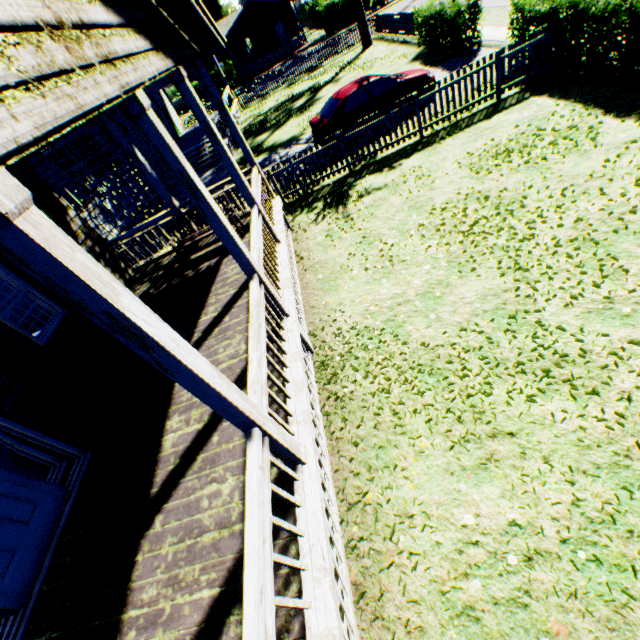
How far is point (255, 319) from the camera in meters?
4.1 m

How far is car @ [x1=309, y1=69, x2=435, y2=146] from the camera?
11.55m

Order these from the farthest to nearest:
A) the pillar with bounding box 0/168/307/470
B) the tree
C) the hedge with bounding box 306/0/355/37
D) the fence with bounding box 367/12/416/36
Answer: Result: the hedge with bounding box 306/0/355/37, the tree, the fence with bounding box 367/12/416/36, the pillar with bounding box 0/168/307/470

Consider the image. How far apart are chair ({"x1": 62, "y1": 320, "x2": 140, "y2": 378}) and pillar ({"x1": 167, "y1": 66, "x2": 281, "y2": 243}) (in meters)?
3.47

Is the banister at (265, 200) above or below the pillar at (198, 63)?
below

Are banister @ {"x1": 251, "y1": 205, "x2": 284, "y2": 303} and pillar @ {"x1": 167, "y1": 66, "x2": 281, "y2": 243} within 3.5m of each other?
yes

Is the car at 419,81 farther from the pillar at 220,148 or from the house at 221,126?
the pillar at 220,148

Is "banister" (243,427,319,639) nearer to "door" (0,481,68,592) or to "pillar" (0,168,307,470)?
"pillar" (0,168,307,470)
